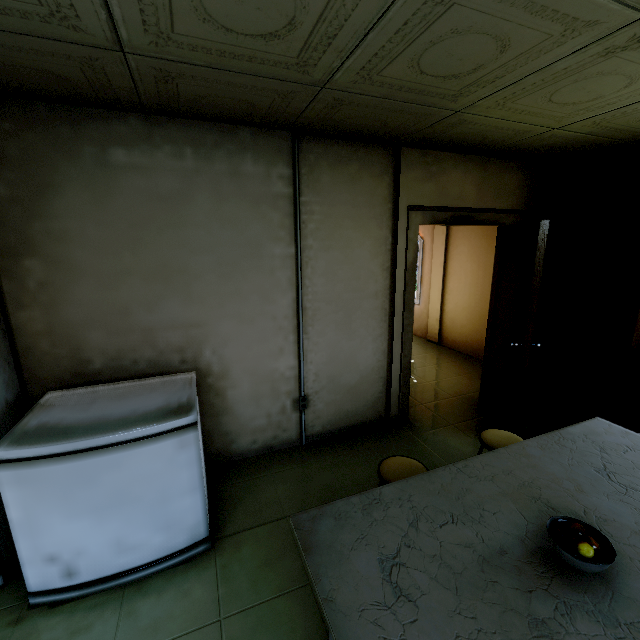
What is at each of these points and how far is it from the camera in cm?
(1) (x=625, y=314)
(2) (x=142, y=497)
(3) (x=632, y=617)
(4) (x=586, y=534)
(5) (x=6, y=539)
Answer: (1) kitchen cabinet, 307
(2) freezer, 181
(3) table, 98
(4) fruit bowl, 119
(5) refrigerator, 194

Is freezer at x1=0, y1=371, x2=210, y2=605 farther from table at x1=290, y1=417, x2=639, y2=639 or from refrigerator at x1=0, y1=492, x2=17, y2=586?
table at x1=290, y1=417, x2=639, y2=639

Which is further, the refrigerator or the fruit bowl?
the refrigerator

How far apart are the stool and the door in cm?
171

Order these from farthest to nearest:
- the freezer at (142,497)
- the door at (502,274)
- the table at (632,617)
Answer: the door at (502,274) < the freezer at (142,497) < the table at (632,617)

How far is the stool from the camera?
1.8m

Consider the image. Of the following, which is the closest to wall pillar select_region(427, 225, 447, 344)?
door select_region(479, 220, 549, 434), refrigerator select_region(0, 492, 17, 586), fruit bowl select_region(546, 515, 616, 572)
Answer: door select_region(479, 220, 549, 434)

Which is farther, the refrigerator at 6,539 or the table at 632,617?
the refrigerator at 6,539
